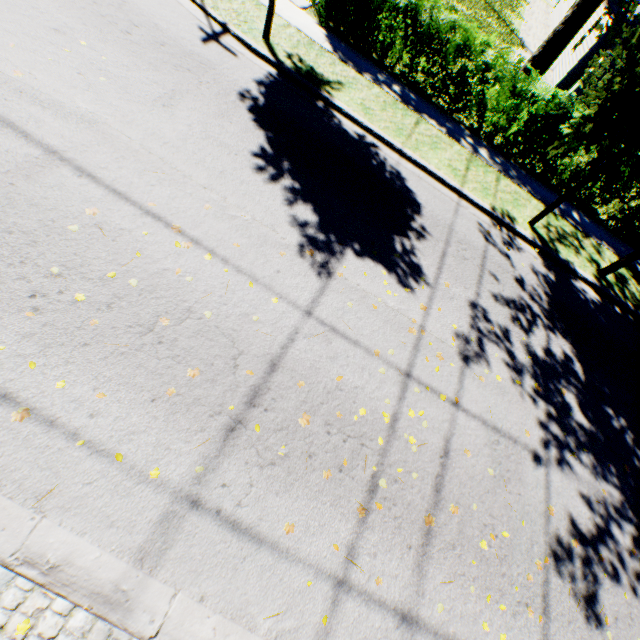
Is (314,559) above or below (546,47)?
below

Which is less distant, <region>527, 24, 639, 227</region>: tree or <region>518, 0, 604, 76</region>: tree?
<region>527, 24, 639, 227</region>: tree

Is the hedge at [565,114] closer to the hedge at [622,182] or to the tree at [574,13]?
the hedge at [622,182]

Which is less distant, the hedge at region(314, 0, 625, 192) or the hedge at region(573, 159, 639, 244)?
the hedge at region(314, 0, 625, 192)

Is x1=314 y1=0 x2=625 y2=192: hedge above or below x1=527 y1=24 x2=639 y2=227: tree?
below

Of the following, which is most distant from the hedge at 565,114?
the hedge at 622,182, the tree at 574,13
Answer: the tree at 574,13

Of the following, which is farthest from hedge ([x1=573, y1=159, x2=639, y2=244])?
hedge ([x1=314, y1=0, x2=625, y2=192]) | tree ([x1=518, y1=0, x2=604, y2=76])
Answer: tree ([x1=518, y1=0, x2=604, y2=76])
